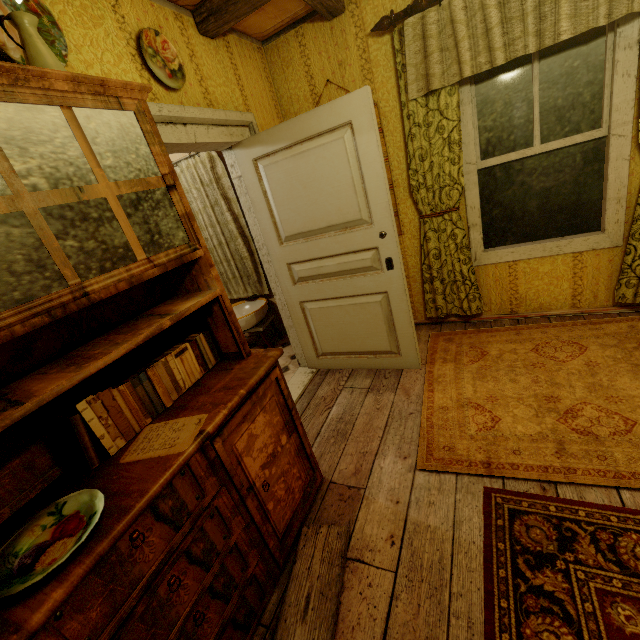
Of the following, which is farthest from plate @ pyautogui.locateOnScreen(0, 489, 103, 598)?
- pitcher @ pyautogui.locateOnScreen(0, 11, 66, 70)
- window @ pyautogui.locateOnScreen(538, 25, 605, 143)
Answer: window @ pyautogui.locateOnScreen(538, 25, 605, 143)

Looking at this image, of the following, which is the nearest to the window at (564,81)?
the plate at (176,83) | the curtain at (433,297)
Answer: the curtain at (433,297)

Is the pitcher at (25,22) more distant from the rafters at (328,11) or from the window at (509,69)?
the window at (509,69)

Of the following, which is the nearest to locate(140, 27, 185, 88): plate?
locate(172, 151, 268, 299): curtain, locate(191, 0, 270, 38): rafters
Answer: locate(191, 0, 270, 38): rafters

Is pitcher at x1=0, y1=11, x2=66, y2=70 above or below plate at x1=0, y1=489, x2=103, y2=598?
above

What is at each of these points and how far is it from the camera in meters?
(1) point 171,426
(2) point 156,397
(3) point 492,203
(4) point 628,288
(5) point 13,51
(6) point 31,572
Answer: (1) paper, 1.3
(2) book, 1.4
(3) window, 2.8
(4) curtain, 2.5
(5) plate, 1.3
(6) plate, 0.8

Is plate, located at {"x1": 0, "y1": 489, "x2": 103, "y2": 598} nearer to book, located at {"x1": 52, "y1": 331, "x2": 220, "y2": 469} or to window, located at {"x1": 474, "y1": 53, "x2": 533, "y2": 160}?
book, located at {"x1": 52, "y1": 331, "x2": 220, "y2": 469}

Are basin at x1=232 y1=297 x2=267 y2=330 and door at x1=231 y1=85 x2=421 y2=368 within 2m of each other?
yes
